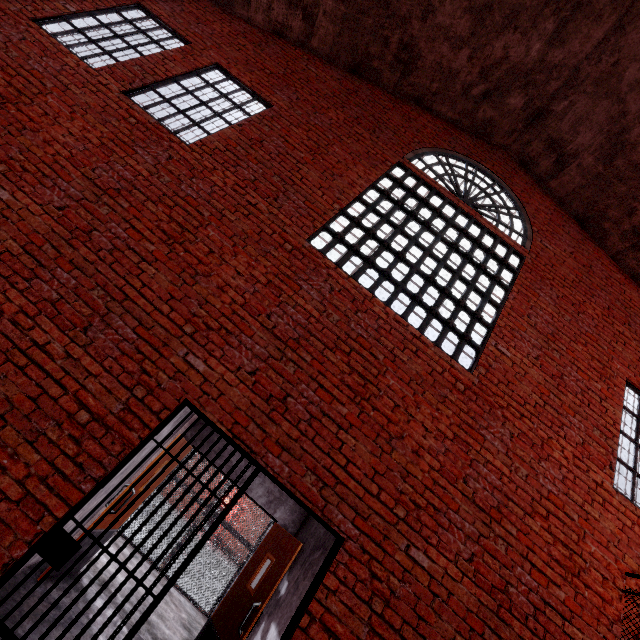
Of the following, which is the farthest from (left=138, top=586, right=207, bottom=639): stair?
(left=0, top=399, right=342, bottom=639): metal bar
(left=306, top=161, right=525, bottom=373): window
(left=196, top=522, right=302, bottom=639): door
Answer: (left=306, top=161, right=525, bottom=373): window

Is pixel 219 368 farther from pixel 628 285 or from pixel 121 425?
pixel 628 285

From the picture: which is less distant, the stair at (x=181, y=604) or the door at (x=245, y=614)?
the door at (x=245, y=614)

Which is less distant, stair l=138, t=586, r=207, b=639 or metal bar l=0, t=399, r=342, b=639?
metal bar l=0, t=399, r=342, b=639

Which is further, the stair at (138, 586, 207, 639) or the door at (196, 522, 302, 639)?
the stair at (138, 586, 207, 639)

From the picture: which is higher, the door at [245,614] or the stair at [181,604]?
the door at [245,614]

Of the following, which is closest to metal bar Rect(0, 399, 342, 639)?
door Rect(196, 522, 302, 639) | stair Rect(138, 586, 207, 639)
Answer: door Rect(196, 522, 302, 639)
